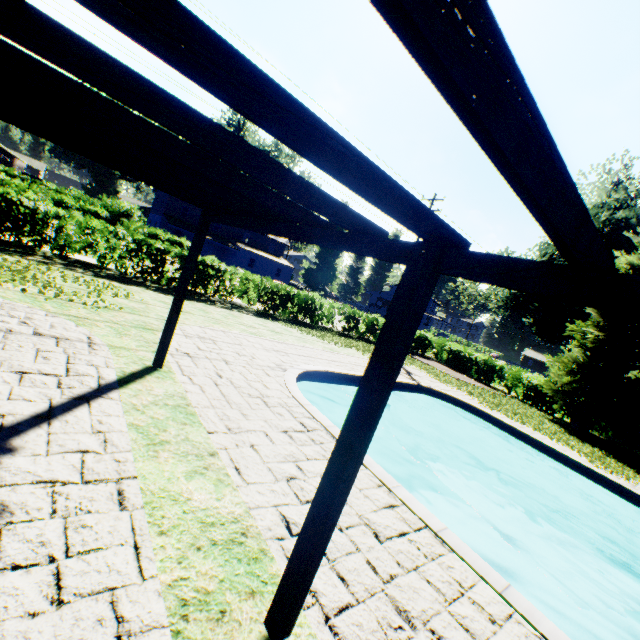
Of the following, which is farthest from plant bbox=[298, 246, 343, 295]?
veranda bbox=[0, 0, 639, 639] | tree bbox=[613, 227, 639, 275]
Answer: veranda bbox=[0, 0, 639, 639]

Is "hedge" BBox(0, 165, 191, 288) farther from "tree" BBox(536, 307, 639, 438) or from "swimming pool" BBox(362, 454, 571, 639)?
"swimming pool" BBox(362, 454, 571, 639)

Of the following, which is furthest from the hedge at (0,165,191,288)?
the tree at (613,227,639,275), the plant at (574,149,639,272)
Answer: the plant at (574,149,639,272)

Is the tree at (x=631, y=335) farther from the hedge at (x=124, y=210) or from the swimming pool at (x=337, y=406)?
the swimming pool at (x=337, y=406)

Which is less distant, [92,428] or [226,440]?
[92,428]

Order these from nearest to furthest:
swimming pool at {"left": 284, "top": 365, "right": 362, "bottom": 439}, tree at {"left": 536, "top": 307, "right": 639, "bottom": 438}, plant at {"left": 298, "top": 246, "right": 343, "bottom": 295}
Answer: swimming pool at {"left": 284, "top": 365, "right": 362, "bottom": 439} < tree at {"left": 536, "top": 307, "right": 639, "bottom": 438} < plant at {"left": 298, "top": 246, "right": 343, "bottom": 295}

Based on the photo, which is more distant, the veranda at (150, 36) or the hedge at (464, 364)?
the hedge at (464, 364)
